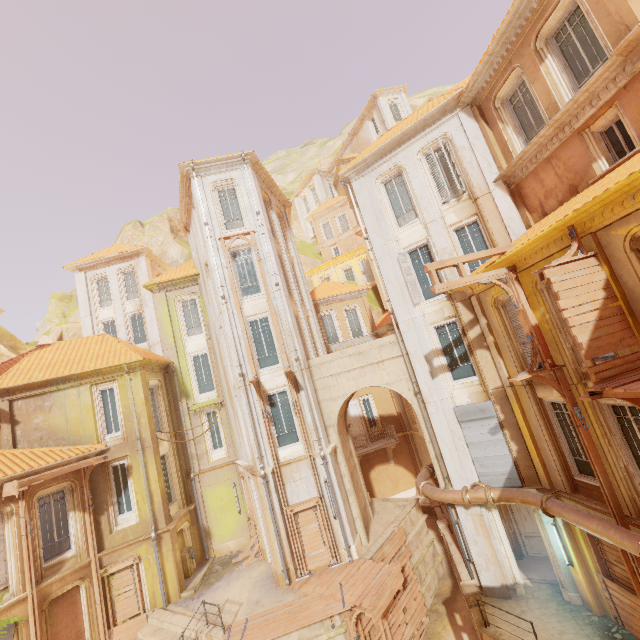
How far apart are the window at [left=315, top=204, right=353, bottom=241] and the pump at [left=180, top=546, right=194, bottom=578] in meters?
32.9 m

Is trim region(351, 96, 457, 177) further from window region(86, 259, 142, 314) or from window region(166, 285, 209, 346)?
window region(86, 259, 142, 314)

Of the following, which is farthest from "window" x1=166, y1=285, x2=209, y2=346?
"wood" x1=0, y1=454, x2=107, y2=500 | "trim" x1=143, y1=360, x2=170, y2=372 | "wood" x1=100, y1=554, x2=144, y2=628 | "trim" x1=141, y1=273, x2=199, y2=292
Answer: "wood" x1=100, y1=554, x2=144, y2=628

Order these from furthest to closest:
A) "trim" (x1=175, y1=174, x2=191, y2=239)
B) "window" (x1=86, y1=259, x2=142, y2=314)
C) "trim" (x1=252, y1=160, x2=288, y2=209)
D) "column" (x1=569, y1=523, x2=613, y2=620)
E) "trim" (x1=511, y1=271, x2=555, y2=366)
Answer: "window" (x1=86, y1=259, x2=142, y2=314)
"trim" (x1=252, y1=160, x2=288, y2=209)
"trim" (x1=175, y1=174, x2=191, y2=239)
"column" (x1=569, y1=523, x2=613, y2=620)
"trim" (x1=511, y1=271, x2=555, y2=366)

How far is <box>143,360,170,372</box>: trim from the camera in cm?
1767

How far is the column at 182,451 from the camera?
17.72m

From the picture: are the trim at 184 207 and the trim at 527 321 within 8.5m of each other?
no

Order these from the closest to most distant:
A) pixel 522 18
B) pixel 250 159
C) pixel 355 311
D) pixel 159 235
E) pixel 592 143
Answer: pixel 592 143 → pixel 522 18 → pixel 250 159 → pixel 355 311 → pixel 159 235
